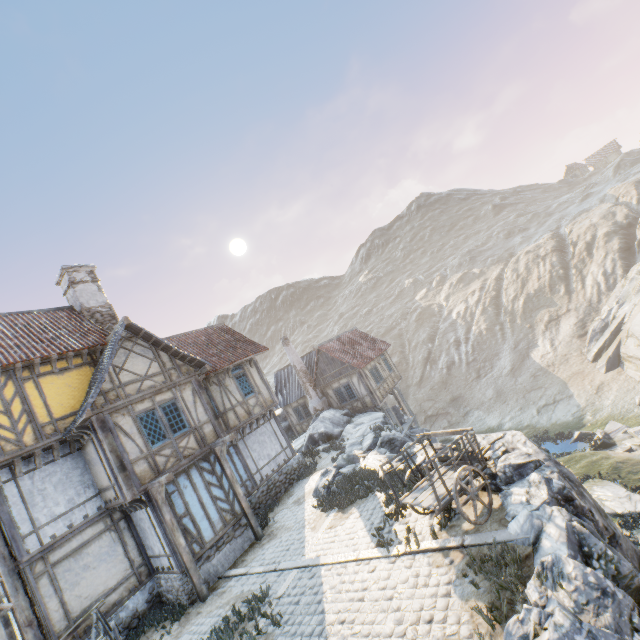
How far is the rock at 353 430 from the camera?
13.37m

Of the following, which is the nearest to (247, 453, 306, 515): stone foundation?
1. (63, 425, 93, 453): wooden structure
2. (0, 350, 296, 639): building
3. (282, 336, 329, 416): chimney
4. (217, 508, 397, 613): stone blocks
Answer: (0, 350, 296, 639): building

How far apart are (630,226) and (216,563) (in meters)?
53.99

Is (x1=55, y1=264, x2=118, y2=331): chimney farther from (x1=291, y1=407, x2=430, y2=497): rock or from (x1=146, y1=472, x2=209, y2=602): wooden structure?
(x1=291, y1=407, x2=430, y2=497): rock

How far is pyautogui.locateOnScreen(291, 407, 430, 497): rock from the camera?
13.4 meters

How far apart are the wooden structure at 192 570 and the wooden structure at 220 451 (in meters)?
2.27

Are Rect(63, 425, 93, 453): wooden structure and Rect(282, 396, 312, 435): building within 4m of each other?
no

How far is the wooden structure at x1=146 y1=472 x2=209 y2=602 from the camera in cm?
1033
